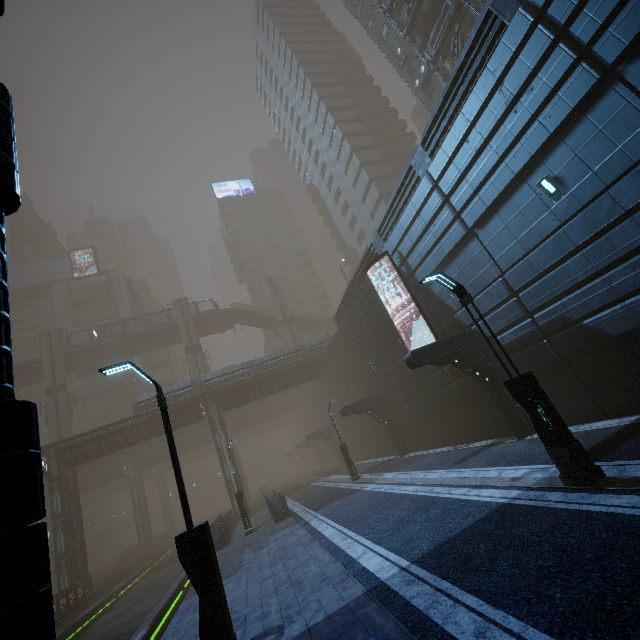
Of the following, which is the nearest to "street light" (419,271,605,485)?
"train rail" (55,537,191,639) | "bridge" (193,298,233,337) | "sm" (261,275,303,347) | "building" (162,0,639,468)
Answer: "building" (162,0,639,468)

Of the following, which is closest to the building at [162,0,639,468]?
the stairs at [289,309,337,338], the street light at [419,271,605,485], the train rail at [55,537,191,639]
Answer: the train rail at [55,537,191,639]

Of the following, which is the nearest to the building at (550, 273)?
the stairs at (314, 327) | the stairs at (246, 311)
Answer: the stairs at (314, 327)

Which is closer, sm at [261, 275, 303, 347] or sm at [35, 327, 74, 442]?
sm at [35, 327, 74, 442]

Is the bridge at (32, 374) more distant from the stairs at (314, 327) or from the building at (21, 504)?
the stairs at (314, 327)

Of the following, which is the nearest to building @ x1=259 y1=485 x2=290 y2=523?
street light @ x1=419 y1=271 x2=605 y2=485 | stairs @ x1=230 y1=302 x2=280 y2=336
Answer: street light @ x1=419 y1=271 x2=605 y2=485

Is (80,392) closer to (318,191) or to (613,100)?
(318,191)

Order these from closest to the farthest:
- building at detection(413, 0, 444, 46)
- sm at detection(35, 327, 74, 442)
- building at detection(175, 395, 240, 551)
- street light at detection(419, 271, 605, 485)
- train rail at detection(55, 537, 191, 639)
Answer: street light at detection(419, 271, 605, 485) → train rail at detection(55, 537, 191, 639) → building at detection(175, 395, 240, 551) → building at detection(413, 0, 444, 46) → sm at detection(35, 327, 74, 442)
